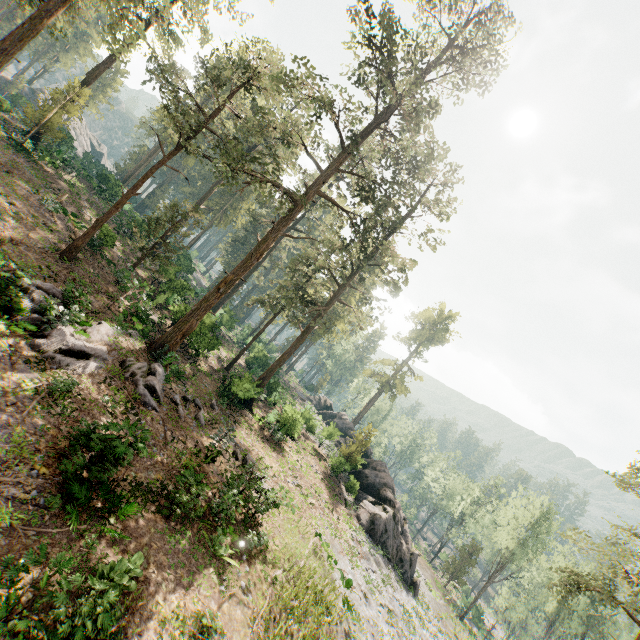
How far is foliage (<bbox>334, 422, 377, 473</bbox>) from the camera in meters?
32.3

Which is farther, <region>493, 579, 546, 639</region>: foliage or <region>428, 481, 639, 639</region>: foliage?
<region>493, 579, 546, 639</region>: foliage

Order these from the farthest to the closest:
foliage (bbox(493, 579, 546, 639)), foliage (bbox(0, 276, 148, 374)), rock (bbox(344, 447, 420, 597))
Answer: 1. foliage (bbox(493, 579, 546, 639))
2. rock (bbox(344, 447, 420, 597))
3. foliage (bbox(0, 276, 148, 374))

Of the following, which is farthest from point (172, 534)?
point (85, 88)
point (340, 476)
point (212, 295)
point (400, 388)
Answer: point (400, 388)

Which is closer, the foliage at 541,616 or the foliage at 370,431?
the foliage at 370,431

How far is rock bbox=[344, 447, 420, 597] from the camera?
29.0 meters
